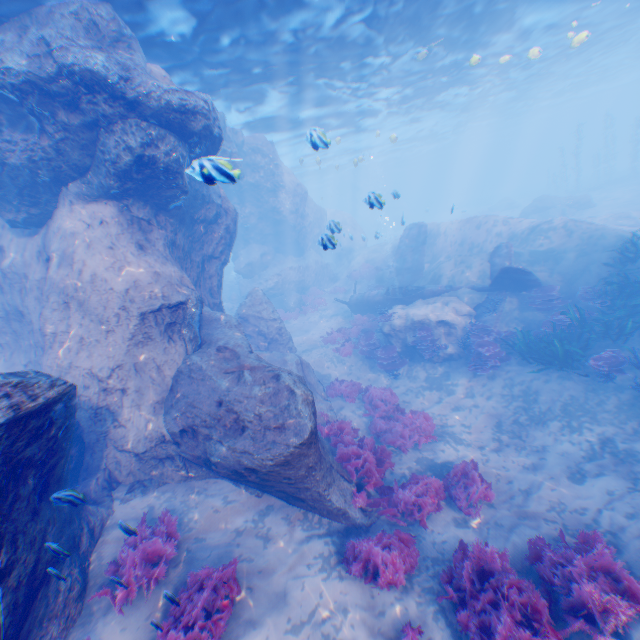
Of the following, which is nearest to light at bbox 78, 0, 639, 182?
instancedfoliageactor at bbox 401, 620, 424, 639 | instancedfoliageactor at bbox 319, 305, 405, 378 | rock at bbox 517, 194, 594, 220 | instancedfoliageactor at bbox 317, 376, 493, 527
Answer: instancedfoliageactor at bbox 319, 305, 405, 378

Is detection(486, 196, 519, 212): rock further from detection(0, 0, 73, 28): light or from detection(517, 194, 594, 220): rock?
detection(0, 0, 73, 28): light

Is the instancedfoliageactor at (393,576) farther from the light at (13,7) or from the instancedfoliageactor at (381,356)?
the instancedfoliageactor at (381,356)

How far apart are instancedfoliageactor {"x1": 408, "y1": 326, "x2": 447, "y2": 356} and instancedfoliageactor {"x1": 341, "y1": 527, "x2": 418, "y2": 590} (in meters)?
8.13

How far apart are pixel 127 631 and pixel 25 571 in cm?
175

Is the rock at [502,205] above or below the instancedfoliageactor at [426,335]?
above

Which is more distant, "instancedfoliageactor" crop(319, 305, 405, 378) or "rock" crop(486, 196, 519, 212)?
"rock" crop(486, 196, 519, 212)

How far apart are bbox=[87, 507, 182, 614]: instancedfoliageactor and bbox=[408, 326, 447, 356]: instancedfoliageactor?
10.9m
